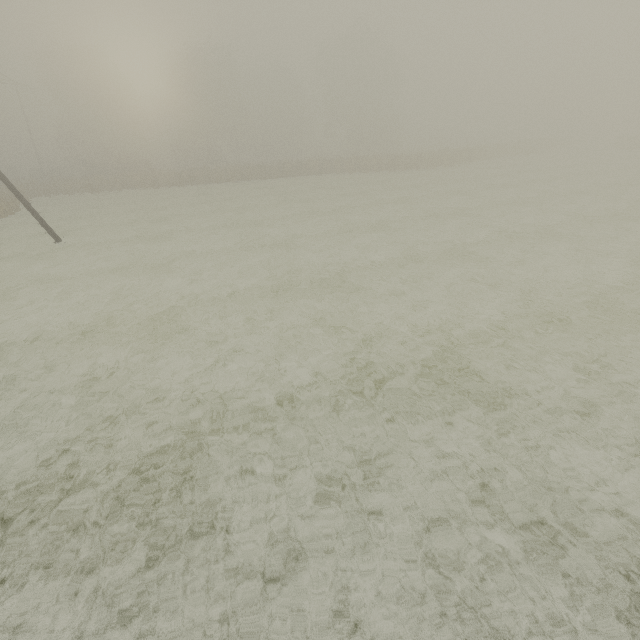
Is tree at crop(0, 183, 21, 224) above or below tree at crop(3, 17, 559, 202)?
below

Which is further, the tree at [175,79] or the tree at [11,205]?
the tree at [175,79]

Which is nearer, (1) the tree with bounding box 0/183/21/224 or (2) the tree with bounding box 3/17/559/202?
(1) the tree with bounding box 0/183/21/224

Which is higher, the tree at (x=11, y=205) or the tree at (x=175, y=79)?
the tree at (x=175, y=79)

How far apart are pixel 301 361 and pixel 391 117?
65.4m
